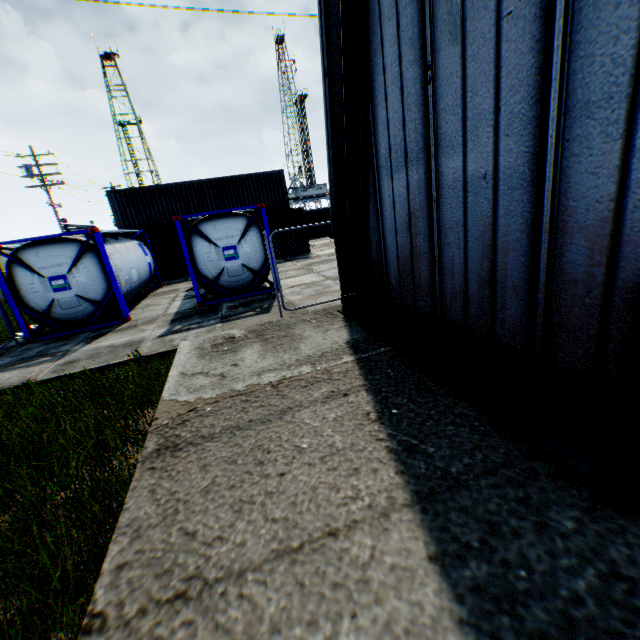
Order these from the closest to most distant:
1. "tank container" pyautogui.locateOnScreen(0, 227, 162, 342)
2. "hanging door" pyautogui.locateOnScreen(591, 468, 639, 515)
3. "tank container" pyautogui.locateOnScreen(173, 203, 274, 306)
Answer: "hanging door" pyautogui.locateOnScreen(591, 468, 639, 515) → "tank container" pyautogui.locateOnScreen(0, 227, 162, 342) → "tank container" pyautogui.locateOnScreen(173, 203, 274, 306)

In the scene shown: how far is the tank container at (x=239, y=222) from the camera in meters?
10.7

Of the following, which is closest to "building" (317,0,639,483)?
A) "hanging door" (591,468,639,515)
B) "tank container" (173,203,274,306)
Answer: "hanging door" (591,468,639,515)

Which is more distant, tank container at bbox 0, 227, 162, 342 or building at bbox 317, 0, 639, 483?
tank container at bbox 0, 227, 162, 342

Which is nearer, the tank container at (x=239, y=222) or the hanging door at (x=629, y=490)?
the hanging door at (x=629, y=490)

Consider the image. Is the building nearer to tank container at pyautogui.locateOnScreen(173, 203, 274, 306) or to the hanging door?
the hanging door

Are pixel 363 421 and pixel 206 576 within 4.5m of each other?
yes
